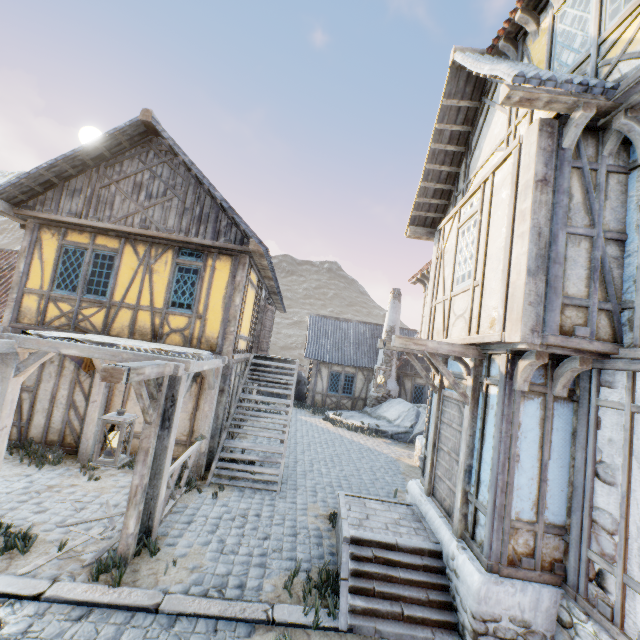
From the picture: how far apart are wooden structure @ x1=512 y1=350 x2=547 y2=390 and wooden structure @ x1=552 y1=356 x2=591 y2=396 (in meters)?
0.36

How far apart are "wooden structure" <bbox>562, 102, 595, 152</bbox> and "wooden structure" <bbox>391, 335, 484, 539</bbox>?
2.82m

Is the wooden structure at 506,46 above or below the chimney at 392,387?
above

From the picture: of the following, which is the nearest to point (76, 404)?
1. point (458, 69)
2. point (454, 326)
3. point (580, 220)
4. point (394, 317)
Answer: point (454, 326)

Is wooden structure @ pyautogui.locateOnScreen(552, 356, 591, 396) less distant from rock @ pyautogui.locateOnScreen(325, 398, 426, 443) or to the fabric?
the fabric

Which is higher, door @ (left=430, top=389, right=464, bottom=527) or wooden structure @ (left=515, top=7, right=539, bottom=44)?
wooden structure @ (left=515, top=7, right=539, bottom=44)

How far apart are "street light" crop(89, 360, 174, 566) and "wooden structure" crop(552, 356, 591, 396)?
5.4 meters

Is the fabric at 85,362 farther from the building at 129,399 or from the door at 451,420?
the door at 451,420
